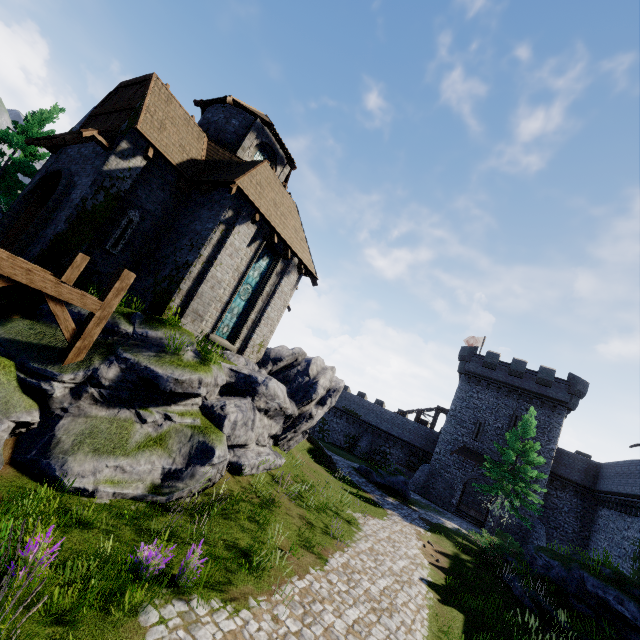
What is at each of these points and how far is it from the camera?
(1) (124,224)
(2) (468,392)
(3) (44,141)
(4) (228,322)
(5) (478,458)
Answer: (1) window slit, 12.30m
(2) building, 35.59m
(3) awning, 12.57m
(4) window glass, 14.21m
(5) awning, 32.47m

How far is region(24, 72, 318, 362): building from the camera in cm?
1142

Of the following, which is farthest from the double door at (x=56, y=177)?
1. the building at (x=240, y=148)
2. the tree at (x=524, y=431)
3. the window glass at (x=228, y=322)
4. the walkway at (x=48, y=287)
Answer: the tree at (x=524, y=431)

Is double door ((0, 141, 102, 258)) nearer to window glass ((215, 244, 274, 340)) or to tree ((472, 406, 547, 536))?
window glass ((215, 244, 274, 340))

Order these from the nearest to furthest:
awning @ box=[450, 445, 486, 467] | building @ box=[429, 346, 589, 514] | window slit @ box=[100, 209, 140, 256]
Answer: window slit @ box=[100, 209, 140, 256] → building @ box=[429, 346, 589, 514] → awning @ box=[450, 445, 486, 467]

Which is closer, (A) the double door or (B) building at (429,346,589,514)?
(A) the double door

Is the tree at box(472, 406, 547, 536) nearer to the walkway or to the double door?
the walkway

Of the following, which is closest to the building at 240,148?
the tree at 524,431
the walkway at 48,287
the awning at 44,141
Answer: the awning at 44,141
